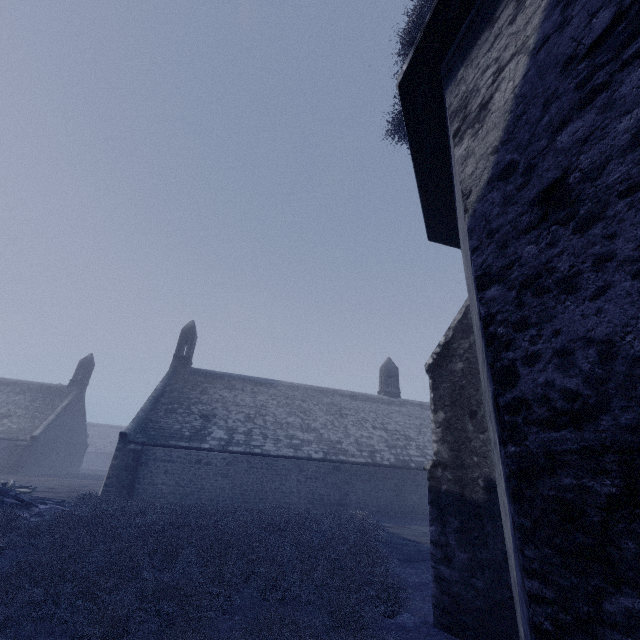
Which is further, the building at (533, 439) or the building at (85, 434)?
the building at (85, 434)

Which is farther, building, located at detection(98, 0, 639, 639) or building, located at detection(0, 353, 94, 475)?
building, located at detection(0, 353, 94, 475)

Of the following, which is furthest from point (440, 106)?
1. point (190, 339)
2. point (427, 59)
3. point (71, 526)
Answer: point (190, 339)
